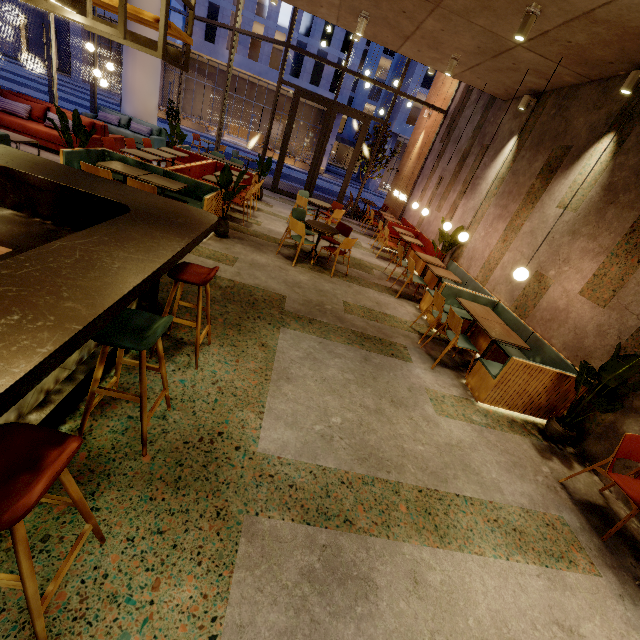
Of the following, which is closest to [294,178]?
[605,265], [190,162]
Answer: [190,162]

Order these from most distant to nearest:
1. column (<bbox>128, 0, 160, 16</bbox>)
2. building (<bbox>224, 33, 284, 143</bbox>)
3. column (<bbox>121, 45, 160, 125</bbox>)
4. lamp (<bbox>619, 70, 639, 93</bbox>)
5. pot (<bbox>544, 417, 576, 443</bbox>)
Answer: building (<bbox>224, 33, 284, 143</bbox>) < column (<bbox>121, 45, 160, 125</bbox>) < column (<bbox>128, 0, 160, 16</bbox>) < lamp (<bbox>619, 70, 639, 93</bbox>) < pot (<bbox>544, 417, 576, 443</bbox>)

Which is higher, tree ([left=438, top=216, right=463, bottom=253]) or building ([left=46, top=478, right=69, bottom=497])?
tree ([left=438, top=216, right=463, bottom=253])

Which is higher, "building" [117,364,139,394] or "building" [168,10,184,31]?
"building" [168,10,184,31]

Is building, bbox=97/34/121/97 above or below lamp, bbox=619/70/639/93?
below

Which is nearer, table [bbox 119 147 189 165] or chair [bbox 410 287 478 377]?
chair [bbox 410 287 478 377]

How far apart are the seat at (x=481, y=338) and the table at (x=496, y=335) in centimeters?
18cm

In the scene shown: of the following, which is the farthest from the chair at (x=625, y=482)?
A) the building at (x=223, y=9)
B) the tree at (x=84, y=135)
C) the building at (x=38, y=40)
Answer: the building at (x=38, y=40)
